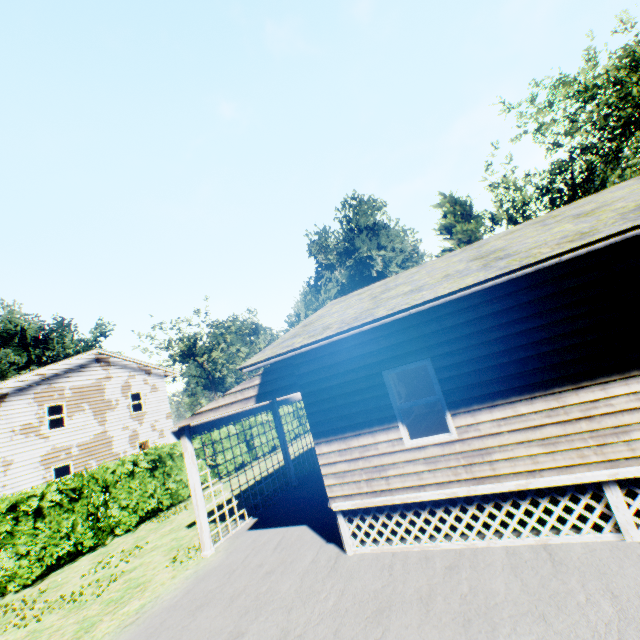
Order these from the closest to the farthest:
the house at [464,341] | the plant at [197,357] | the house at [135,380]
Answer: the house at [464,341] < the house at [135,380] < the plant at [197,357]

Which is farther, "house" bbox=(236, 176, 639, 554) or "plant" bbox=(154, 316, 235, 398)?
"plant" bbox=(154, 316, 235, 398)

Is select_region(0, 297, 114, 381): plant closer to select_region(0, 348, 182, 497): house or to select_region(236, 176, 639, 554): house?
select_region(0, 348, 182, 497): house

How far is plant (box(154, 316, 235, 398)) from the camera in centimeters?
4803cm

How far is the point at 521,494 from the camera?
5.74m

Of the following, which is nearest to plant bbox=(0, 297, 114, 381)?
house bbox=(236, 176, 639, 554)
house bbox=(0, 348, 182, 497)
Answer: house bbox=(0, 348, 182, 497)

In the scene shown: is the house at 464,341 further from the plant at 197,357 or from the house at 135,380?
the plant at 197,357
